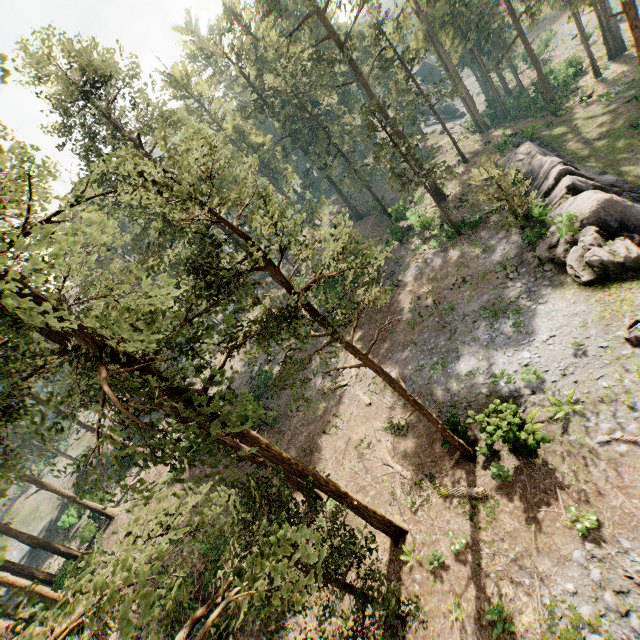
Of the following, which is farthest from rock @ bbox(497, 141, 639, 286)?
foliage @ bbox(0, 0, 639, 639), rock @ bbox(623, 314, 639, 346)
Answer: foliage @ bbox(0, 0, 639, 639)

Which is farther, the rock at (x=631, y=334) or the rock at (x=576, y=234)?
the rock at (x=576, y=234)

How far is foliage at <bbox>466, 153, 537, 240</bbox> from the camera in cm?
2064

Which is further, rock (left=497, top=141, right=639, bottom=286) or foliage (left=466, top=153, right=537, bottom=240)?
foliage (left=466, top=153, right=537, bottom=240)

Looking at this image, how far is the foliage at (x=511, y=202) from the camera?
20.64m

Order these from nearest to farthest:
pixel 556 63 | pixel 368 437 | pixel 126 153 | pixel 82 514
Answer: pixel 368 437 < pixel 126 153 < pixel 82 514 < pixel 556 63

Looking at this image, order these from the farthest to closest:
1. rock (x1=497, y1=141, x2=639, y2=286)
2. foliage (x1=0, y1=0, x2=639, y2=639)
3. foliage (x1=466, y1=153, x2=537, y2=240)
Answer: foliage (x1=466, y1=153, x2=537, y2=240), rock (x1=497, y1=141, x2=639, y2=286), foliage (x1=0, y1=0, x2=639, y2=639)
